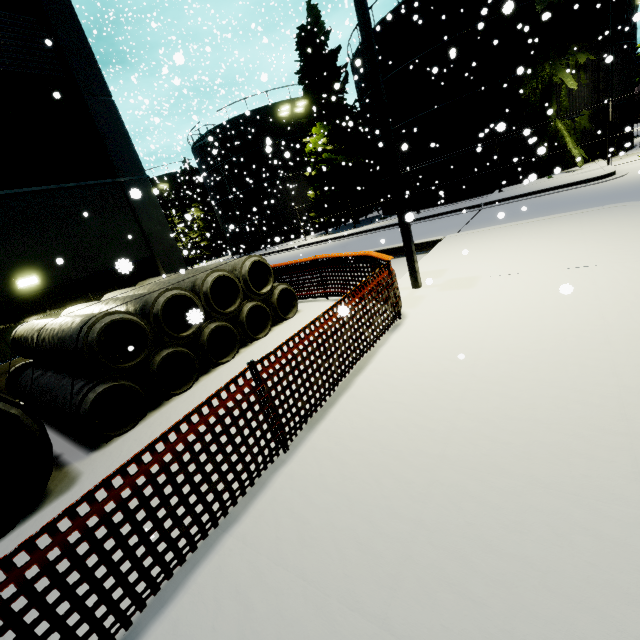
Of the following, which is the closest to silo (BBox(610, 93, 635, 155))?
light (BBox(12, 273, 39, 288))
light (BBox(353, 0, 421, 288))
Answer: light (BBox(353, 0, 421, 288))

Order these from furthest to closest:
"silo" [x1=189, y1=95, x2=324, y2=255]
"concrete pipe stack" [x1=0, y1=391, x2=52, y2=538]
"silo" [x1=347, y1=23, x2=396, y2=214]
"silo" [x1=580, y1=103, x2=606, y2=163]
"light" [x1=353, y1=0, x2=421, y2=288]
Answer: "silo" [x1=189, y1=95, x2=324, y2=255], "silo" [x1=347, y1=23, x2=396, y2=214], "silo" [x1=580, y1=103, x2=606, y2=163], "light" [x1=353, y1=0, x2=421, y2=288], "concrete pipe stack" [x1=0, y1=391, x2=52, y2=538]

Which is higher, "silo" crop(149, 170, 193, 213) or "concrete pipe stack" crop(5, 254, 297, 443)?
"silo" crop(149, 170, 193, 213)

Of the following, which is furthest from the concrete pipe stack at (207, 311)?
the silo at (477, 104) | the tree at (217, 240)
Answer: the tree at (217, 240)

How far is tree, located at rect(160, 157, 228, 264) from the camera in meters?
40.2

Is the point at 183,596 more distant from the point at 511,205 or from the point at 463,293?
the point at 511,205

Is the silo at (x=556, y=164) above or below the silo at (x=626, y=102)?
below

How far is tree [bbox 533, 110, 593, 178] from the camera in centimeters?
1809cm
